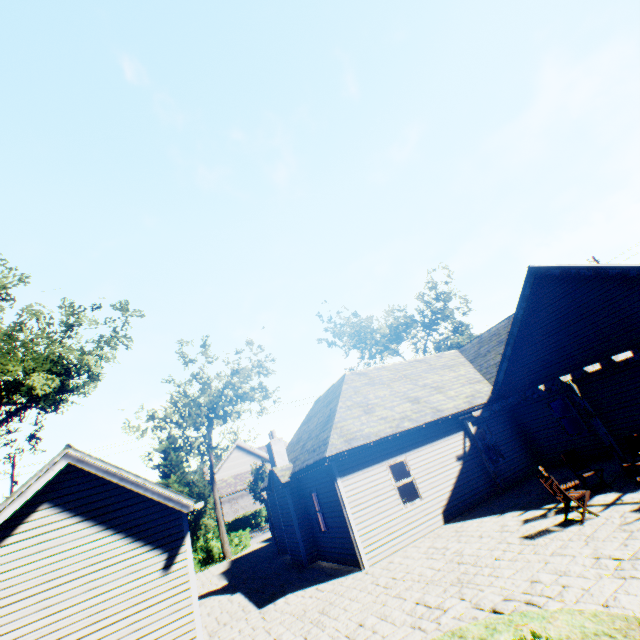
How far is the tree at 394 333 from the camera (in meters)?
36.34

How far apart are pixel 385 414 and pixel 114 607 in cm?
1052

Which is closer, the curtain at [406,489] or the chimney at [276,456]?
the curtain at [406,489]

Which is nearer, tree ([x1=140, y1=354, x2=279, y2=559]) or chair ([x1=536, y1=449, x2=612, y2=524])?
chair ([x1=536, y1=449, x2=612, y2=524])

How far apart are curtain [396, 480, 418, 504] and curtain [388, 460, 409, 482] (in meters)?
0.07

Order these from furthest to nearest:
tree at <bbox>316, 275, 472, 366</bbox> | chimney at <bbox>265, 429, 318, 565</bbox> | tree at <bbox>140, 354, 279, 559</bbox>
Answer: tree at <bbox>316, 275, 472, 366</bbox> → tree at <bbox>140, 354, 279, 559</bbox> → chimney at <bbox>265, 429, 318, 565</bbox>

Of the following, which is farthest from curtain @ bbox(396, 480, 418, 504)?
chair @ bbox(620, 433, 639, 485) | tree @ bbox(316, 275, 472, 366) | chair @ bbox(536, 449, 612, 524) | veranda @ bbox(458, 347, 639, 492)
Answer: tree @ bbox(316, 275, 472, 366)
